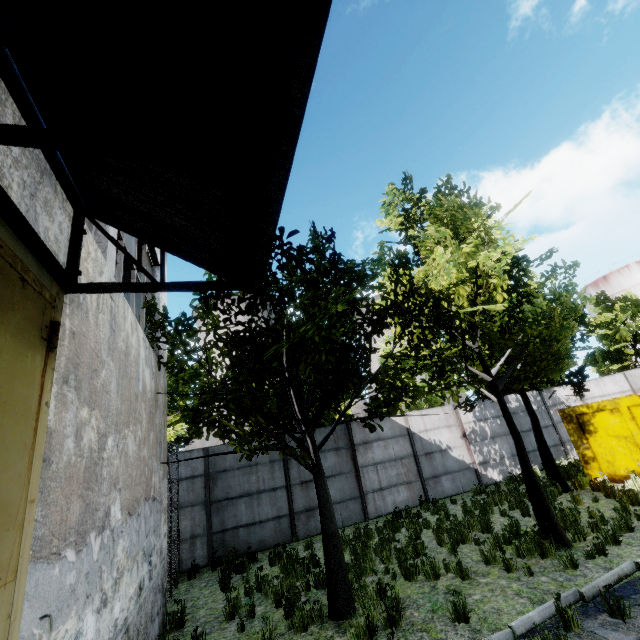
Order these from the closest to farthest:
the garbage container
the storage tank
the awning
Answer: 1. the awning
2. the garbage container
3. the storage tank

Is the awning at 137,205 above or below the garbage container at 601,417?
above

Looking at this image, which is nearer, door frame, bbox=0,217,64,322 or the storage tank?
door frame, bbox=0,217,64,322

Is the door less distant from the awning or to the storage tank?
the awning

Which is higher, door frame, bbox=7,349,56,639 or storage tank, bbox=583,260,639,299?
storage tank, bbox=583,260,639,299

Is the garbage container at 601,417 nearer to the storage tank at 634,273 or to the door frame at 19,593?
the door frame at 19,593

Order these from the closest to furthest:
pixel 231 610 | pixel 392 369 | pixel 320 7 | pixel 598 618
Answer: pixel 320 7, pixel 598 618, pixel 231 610, pixel 392 369

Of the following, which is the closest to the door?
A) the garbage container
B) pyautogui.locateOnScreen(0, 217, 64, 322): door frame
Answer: pyautogui.locateOnScreen(0, 217, 64, 322): door frame
